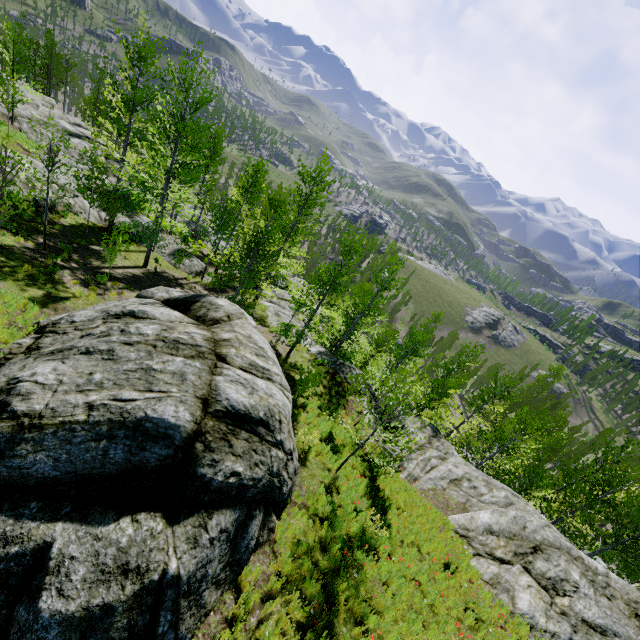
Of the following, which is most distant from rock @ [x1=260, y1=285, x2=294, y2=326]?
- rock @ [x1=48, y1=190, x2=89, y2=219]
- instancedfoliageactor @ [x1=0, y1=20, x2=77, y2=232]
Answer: rock @ [x1=48, y1=190, x2=89, y2=219]

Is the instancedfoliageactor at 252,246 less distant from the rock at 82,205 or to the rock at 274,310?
the rock at 274,310

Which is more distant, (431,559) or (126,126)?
(126,126)

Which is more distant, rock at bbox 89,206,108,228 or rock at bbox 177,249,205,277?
rock at bbox 177,249,205,277

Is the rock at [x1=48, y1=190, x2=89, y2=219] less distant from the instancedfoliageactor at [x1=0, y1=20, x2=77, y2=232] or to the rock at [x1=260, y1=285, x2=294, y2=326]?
the rock at [x1=260, y1=285, x2=294, y2=326]

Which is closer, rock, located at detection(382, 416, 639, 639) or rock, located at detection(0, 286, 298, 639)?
rock, located at detection(0, 286, 298, 639)

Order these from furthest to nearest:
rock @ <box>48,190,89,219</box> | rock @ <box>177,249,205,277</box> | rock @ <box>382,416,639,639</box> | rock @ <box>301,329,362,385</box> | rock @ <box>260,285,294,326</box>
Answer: rock @ <box>260,285,294,326</box> < rock @ <box>177,249,205,277</box> < rock @ <box>301,329,362,385</box> < rock @ <box>48,190,89,219</box> < rock @ <box>382,416,639,639</box>

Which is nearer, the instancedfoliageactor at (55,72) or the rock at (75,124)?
the instancedfoliageactor at (55,72)
